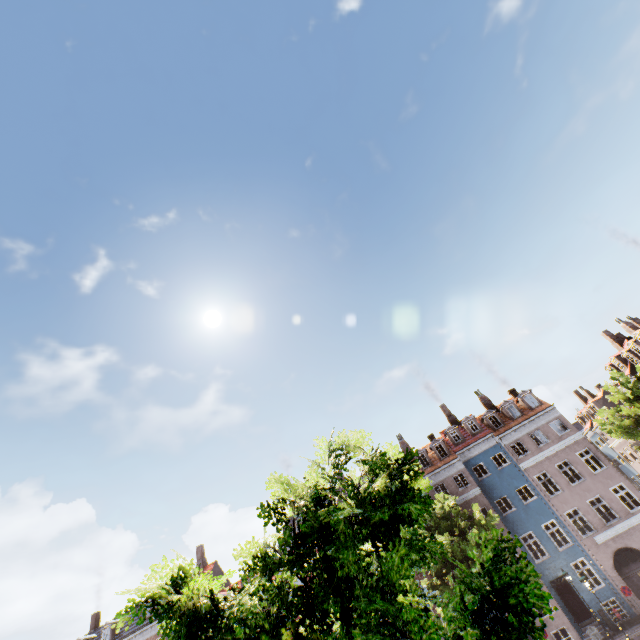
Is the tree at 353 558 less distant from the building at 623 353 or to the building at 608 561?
the building at 623 353

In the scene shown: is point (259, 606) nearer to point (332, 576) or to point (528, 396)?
point (332, 576)

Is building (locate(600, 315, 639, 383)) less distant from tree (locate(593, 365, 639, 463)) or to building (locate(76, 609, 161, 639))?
tree (locate(593, 365, 639, 463))

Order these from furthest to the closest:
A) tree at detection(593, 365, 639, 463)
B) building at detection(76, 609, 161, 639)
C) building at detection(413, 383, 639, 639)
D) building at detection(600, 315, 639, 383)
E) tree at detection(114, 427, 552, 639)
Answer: building at detection(600, 315, 639, 383) < building at detection(76, 609, 161, 639) < building at detection(413, 383, 639, 639) < tree at detection(593, 365, 639, 463) < tree at detection(114, 427, 552, 639)

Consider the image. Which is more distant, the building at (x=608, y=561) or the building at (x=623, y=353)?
the building at (x=623, y=353)

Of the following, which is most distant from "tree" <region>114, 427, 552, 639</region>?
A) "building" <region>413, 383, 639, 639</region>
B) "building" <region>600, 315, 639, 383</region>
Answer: "building" <region>413, 383, 639, 639</region>

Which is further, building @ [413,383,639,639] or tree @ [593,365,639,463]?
building @ [413,383,639,639]
